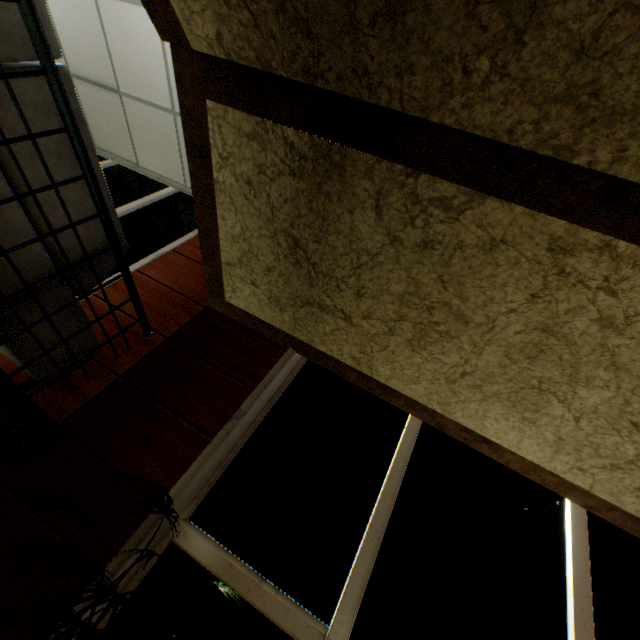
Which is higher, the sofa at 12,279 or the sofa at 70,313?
the sofa at 70,313

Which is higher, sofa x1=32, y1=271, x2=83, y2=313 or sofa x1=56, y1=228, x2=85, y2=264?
sofa x1=56, y1=228, x2=85, y2=264

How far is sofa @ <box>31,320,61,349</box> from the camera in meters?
2.1 m

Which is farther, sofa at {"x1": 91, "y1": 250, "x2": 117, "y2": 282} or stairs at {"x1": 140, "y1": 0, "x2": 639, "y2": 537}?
sofa at {"x1": 91, "y1": 250, "x2": 117, "y2": 282}

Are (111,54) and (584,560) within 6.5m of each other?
no

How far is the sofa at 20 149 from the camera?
1.66m

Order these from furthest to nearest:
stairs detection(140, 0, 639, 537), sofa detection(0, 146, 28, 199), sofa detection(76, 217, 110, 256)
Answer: sofa detection(76, 217, 110, 256) → sofa detection(0, 146, 28, 199) → stairs detection(140, 0, 639, 537)
